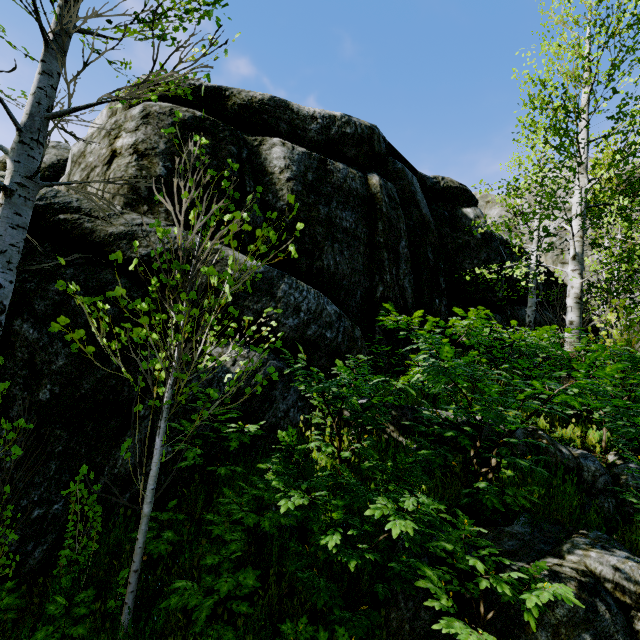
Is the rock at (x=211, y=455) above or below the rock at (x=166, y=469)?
above

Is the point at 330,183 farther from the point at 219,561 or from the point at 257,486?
the point at 219,561

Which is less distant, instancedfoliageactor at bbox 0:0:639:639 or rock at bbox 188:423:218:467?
instancedfoliageactor at bbox 0:0:639:639

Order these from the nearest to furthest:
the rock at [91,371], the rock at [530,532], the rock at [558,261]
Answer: the rock at [530,532] < the rock at [91,371] < the rock at [558,261]

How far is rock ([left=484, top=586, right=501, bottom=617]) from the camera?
2.71m

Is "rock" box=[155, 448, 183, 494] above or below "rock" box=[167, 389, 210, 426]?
below

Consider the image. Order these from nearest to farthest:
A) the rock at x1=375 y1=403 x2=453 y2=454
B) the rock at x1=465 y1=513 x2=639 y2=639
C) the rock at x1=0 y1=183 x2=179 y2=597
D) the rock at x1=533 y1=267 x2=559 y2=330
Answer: the rock at x1=465 y1=513 x2=639 y2=639, the rock at x1=0 y1=183 x2=179 y2=597, the rock at x1=375 y1=403 x2=453 y2=454, the rock at x1=533 y1=267 x2=559 y2=330
